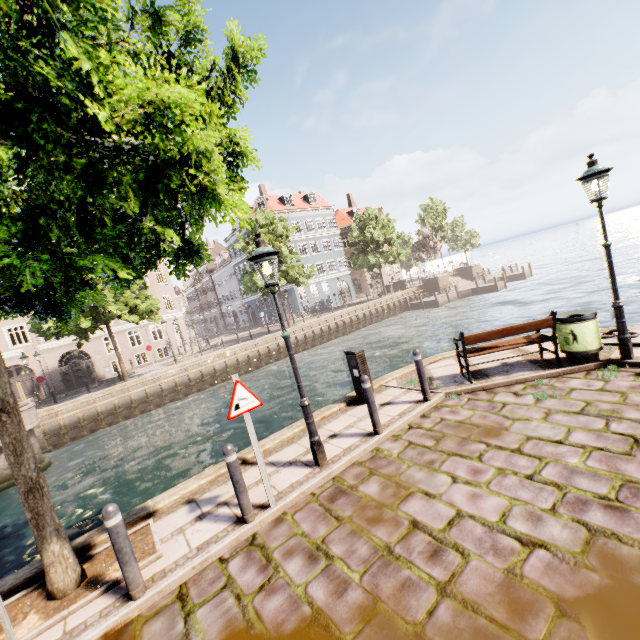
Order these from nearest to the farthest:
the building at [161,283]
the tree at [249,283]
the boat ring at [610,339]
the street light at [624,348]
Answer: the street light at [624,348] → the boat ring at [610,339] → the tree at [249,283] → the building at [161,283]

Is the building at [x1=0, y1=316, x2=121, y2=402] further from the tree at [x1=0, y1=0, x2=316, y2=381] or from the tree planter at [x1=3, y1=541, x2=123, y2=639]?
the tree planter at [x1=3, y1=541, x2=123, y2=639]

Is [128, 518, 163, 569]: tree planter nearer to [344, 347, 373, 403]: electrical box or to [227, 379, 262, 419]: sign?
[227, 379, 262, 419]: sign

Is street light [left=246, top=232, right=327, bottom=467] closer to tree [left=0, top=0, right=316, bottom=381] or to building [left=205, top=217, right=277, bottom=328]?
tree [left=0, top=0, right=316, bottom=381]

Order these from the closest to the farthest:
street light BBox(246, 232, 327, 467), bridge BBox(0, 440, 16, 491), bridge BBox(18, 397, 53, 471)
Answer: street light BBox(246, 232, 327, 467) < bridge BBox(0, 440, 16, 491) < bridge BBox(18, 397, 53, 471)

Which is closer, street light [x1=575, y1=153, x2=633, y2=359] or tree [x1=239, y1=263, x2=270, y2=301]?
street light [x1=575, y1=153, x2=633, y2=359]

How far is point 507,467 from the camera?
4.25m

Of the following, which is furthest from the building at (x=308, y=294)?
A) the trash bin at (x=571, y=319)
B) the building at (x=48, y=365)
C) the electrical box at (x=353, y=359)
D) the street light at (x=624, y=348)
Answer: the trash bin at (x=571, y=319)
